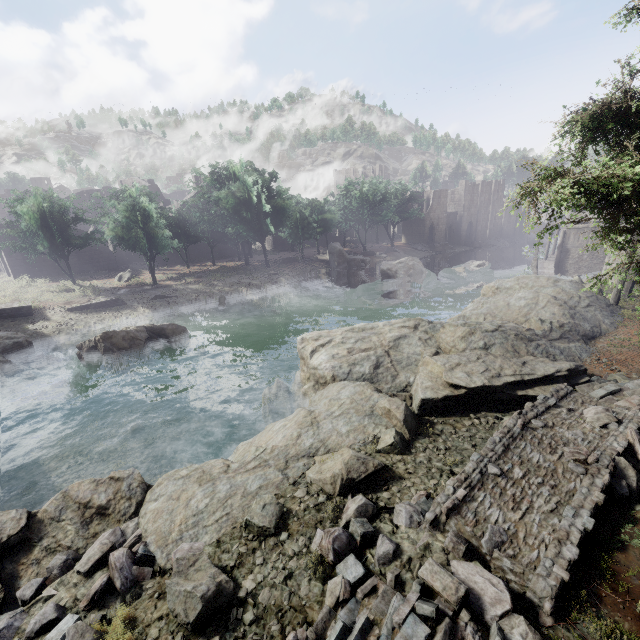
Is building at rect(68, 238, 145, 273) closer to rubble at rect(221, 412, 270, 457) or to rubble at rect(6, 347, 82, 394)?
rubble at rect(221, 412, 270, 457)

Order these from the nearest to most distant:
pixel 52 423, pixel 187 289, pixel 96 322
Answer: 1. pixel 52 423
2. pixel 96 322
3. pixel 187 289

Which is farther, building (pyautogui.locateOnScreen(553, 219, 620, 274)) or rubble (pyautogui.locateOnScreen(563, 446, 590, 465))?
building (pyautogui.locateOnScreen(553, 219, 620, 274))

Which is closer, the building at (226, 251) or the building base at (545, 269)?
the building base at (545, 269)

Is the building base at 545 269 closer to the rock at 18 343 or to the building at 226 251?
the building at 226 251

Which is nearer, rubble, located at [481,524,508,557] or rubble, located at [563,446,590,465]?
rubble, located at [481,524,508,557]

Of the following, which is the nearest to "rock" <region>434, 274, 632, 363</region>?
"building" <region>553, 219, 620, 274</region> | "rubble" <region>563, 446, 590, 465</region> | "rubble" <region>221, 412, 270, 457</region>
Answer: "rubble" <region>221, 412, 270, 457</region>

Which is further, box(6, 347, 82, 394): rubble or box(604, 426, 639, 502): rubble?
box(6, 347, 82, 394): rubble
